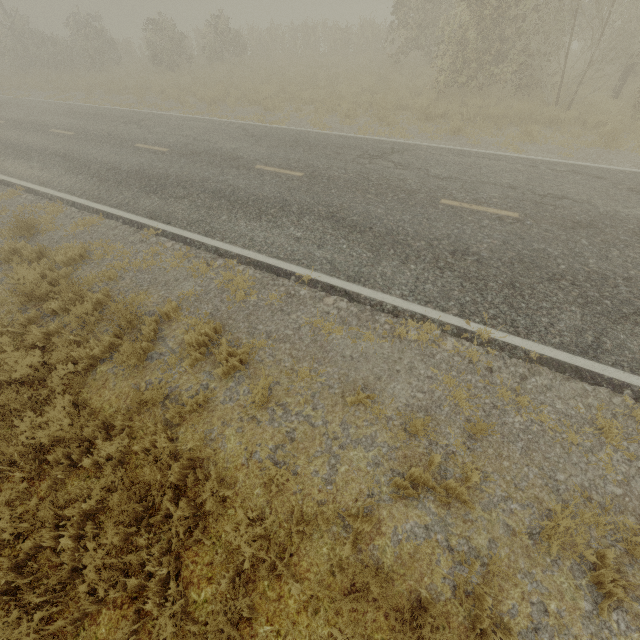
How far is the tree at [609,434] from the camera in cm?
406

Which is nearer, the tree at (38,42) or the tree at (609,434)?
the tree at (609,434)

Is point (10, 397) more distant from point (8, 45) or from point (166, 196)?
point (8, 45)

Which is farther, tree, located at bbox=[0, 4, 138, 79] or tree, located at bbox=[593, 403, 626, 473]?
tree, located at bbox=[0, 4, 138, 79]

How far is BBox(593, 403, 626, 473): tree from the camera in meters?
4.1

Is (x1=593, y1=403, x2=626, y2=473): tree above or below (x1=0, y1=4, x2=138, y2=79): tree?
below
